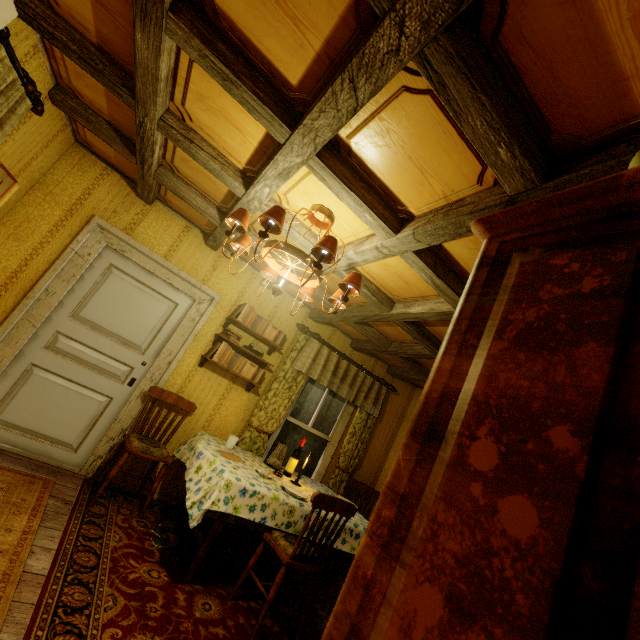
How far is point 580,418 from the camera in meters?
0.4 m

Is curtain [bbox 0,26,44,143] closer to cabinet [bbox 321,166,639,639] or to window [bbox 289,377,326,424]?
cabinet [bbox 321,166,639,639]

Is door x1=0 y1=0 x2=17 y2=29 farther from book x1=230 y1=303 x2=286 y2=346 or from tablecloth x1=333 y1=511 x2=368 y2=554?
book x1=230 y1=303 x2=286 y2=346

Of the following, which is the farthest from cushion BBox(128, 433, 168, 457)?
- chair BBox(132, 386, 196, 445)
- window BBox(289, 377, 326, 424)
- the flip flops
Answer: window BBox(289, 377, 326, 424)

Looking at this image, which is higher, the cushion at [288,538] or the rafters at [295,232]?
the rafters at [295,232]

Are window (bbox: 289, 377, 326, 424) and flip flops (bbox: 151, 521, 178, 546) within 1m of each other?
no

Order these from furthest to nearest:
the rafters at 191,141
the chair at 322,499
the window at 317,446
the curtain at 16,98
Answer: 1. the window at 317,446
2. the chair at 322,499
3. the curtain at 16,98
4. the rafters at 191,141

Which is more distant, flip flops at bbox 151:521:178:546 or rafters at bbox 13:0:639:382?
flip flops at bbox 151:521:178:546
